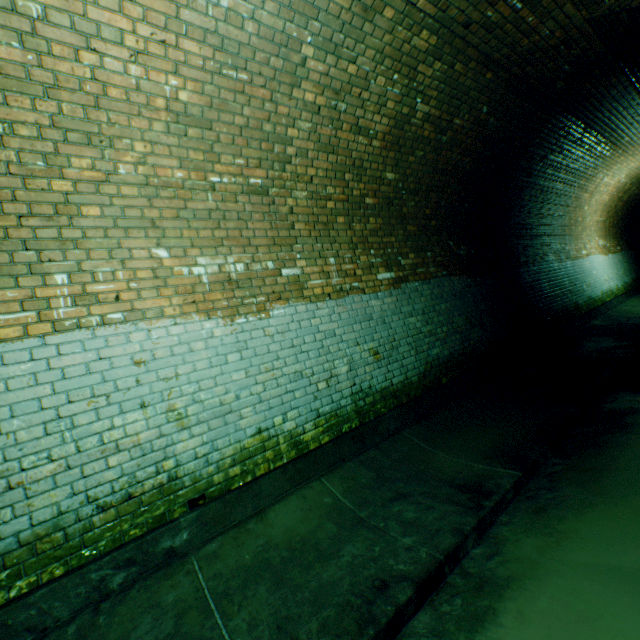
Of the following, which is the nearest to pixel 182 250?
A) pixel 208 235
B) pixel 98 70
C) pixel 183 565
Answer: pixel 208 235

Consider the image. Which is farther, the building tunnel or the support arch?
the support arch

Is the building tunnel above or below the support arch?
below

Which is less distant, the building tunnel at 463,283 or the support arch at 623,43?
the building tunnel at 463,283

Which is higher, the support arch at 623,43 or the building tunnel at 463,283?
the support arch at 623,43
